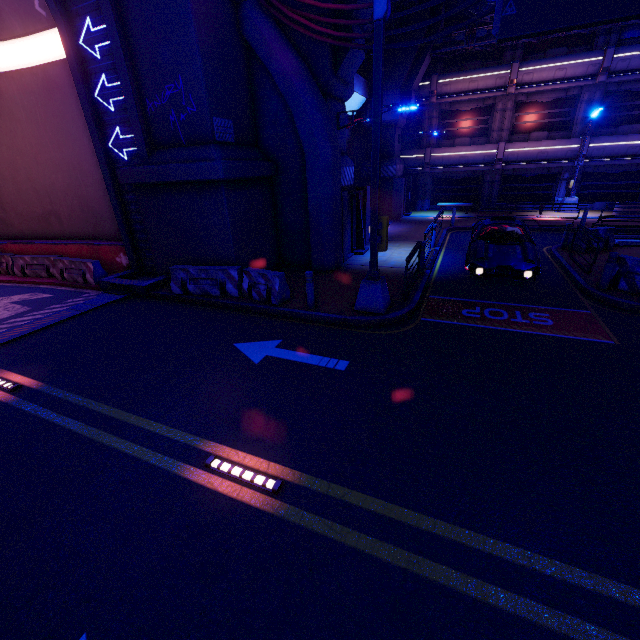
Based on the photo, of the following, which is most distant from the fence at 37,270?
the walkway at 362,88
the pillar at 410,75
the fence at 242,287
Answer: the pillar at 410,75

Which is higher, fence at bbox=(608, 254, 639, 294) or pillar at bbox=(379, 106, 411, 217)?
pillar at bbox=(379, 106, 411, 217)

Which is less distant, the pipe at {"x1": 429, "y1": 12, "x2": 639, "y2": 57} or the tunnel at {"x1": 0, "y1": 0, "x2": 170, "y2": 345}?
the tunnel at {"x1": 0, "y1": 0, "x2": 170, "y2": 345}

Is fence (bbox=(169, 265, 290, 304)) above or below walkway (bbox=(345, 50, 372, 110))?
below

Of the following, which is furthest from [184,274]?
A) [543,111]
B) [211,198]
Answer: [543,111]

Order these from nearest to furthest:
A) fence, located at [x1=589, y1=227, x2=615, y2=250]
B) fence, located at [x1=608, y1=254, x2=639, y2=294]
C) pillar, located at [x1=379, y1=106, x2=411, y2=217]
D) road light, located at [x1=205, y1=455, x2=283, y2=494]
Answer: road light, located at [x1=205, y1=455, x2=283, y2=494] < fence, located at [x1=608, y1=254, x2=639, y2=294] < fence, located at [x1=589, y1=227, x2=615, y2=250] < pillar, located at [x1=379, y1=106, x2=411, y2=217]

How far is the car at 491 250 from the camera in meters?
9.8 m

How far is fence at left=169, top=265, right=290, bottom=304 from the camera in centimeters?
955cm
